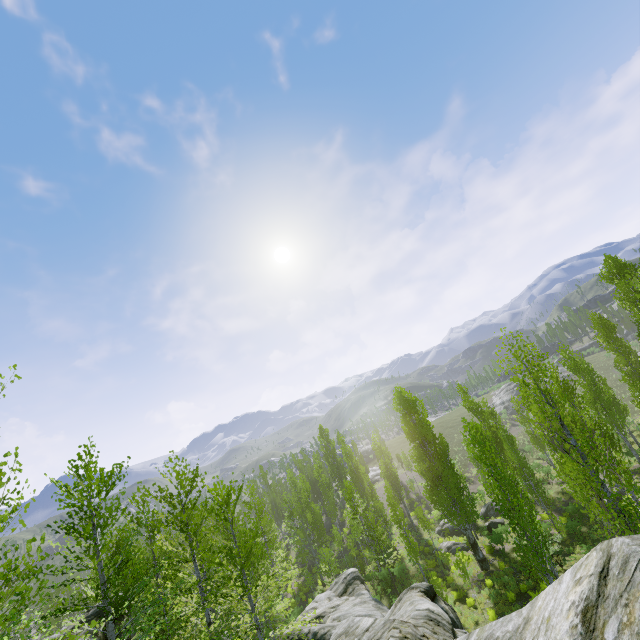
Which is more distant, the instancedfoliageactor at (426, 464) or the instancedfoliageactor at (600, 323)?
the instancedfoliageactor at (600, 323)

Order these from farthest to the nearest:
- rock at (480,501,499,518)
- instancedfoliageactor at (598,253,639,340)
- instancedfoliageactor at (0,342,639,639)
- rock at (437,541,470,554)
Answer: rock at (480,501,499,518)
rock at (437,541,470,554)
instancedfoliageactor at (598,253,639,340)
instancedfoliageactor at (0,342,639,639)

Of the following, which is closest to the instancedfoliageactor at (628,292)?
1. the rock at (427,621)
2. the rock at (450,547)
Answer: the rock at (427,621)

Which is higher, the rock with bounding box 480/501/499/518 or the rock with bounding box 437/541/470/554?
the rock with bounding box 437/541/470/554

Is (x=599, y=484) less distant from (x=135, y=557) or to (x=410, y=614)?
(x=410, y=614)

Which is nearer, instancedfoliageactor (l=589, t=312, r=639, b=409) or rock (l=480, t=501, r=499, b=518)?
instancedfoliageactor (l=589, t=312, r=639, b=409)

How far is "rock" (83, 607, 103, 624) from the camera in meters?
14.8

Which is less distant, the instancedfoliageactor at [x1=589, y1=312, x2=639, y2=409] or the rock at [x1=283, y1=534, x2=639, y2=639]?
the rock at [x1=283, y1=534, x2=639, y2=639]
